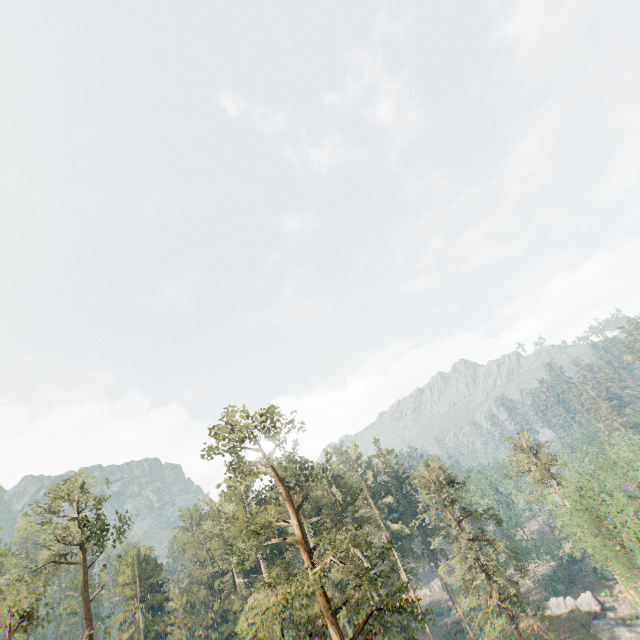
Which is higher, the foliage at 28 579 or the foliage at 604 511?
the foliage at 28 579

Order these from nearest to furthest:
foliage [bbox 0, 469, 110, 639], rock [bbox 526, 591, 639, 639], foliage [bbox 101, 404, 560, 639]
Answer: foliage [bbox 101, 404, 560, 639], foliage [bbox 0, 469, 110, 639], rock [bbox 526, 591, 639, 639]

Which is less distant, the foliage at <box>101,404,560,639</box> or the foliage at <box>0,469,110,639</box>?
the foliage at <box>101,404,560,639</box>

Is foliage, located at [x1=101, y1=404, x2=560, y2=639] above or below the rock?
above

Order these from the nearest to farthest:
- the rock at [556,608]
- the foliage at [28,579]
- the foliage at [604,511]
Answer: the foliage at [28,579] < the foliage at [604,511] < the rock at [556,608]

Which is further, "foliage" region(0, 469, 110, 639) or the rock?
the rock

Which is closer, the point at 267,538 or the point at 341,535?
the point at 341,535
